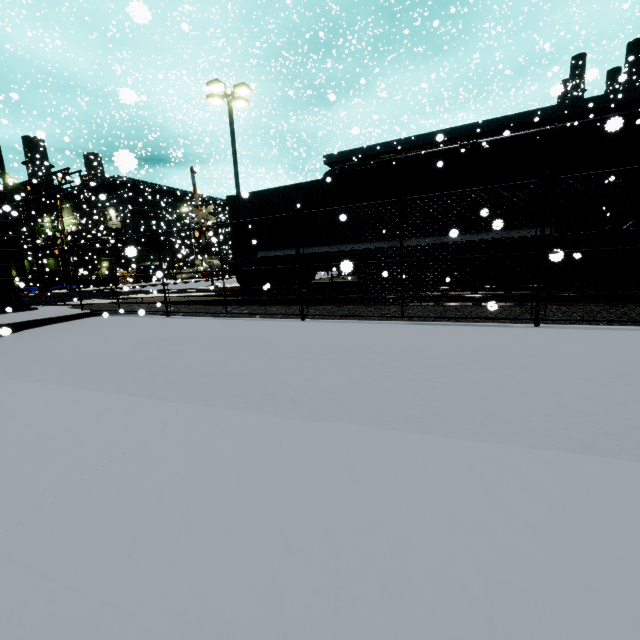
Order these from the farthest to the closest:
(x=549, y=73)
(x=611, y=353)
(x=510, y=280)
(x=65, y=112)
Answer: (x=65, y=112) → (x=549, y=73) → (x=510, y=280) → (x=611, y=353)

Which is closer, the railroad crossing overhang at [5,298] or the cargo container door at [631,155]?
the cargo container door at [631,155]

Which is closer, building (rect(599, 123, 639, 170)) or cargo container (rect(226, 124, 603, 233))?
cargo container (rect(226, 124, 603, 233))

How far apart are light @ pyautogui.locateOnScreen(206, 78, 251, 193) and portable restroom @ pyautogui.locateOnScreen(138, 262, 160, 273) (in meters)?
30.64

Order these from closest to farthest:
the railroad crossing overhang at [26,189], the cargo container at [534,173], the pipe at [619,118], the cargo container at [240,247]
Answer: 1. the cargo container at [534,173]
2. the cargo container at [240,247]
3. the pipe at [619,118]
4. the railroad crossing overhang at [26,189]

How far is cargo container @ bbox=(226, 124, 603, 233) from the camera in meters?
8.5

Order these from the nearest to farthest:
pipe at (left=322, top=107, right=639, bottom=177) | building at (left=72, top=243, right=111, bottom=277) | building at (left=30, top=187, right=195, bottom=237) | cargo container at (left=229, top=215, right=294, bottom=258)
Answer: cargo container at (left=229, top=215, right=294, bottom=258) < pipe at (left=322, top=107, right=639, bottom=177) < building at (left=72, top=243, right=111, bottom=277) < building at (left=30, top=187, right=195, bottom=237)

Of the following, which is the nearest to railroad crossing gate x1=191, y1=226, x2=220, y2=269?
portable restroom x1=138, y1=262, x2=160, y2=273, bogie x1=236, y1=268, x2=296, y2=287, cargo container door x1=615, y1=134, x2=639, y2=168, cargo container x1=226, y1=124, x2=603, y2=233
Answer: cargo container x1=226, y1=124, x2=603, y2=233
